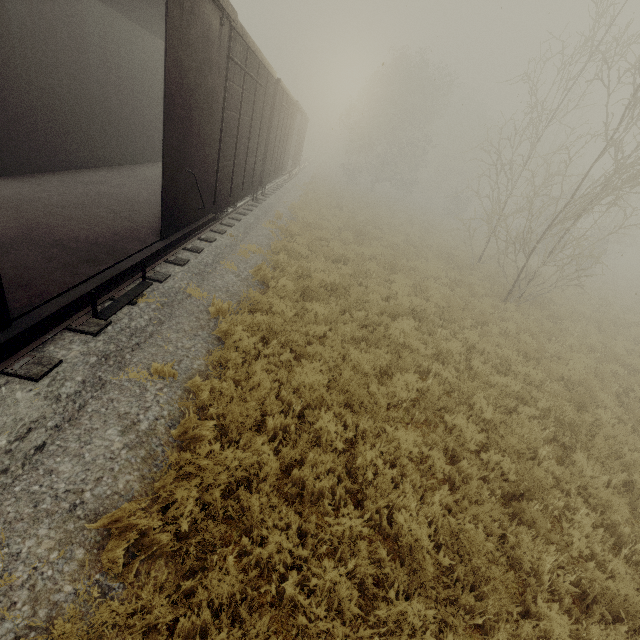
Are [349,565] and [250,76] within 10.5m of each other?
yes

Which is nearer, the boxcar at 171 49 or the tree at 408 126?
the tree at 408 126

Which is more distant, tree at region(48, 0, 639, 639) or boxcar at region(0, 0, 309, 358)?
boxcar at region(0, 0, 309, 358)
